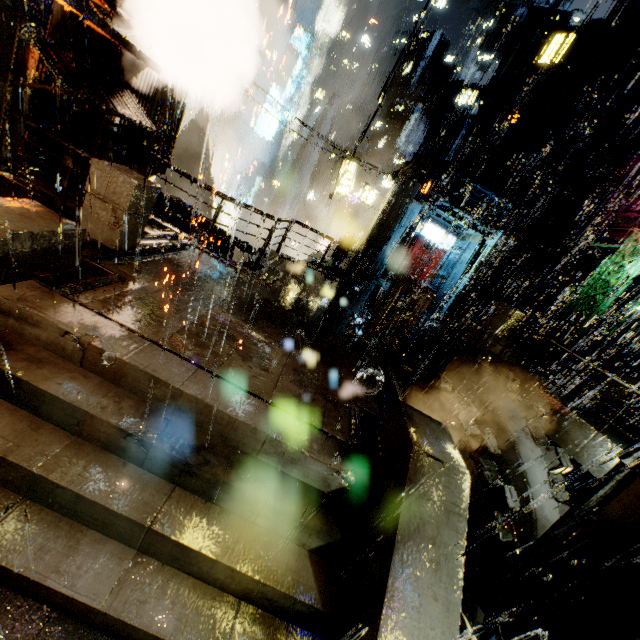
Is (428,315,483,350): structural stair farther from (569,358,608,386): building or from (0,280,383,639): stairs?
(0,280,383,639): stairs

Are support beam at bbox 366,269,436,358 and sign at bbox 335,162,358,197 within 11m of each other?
no

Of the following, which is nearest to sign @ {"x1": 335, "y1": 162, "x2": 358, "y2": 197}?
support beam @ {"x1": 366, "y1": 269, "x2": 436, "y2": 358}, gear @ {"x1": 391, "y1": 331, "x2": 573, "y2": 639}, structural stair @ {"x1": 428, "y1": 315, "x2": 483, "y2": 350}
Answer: structural stair @ {"x1": 428, "y1": 315, "x2": 483, "y2": 350}

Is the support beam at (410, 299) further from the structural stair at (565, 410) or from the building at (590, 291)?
the structural stair at (565, 410)

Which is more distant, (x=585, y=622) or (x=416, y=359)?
(x=416, y=359)

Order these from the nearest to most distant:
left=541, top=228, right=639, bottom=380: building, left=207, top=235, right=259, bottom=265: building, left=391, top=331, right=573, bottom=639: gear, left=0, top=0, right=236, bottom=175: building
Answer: left=0, top=0, right=236, bottom=175: building, left=391, top=331, right=573, bottom=639: gear, left=207, top=235, right=259, bottom=265: building, left=541, top=228, right=639, bottom=380: building

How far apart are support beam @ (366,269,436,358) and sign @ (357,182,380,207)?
14.3 meters

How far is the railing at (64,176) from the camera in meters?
6.1 m
